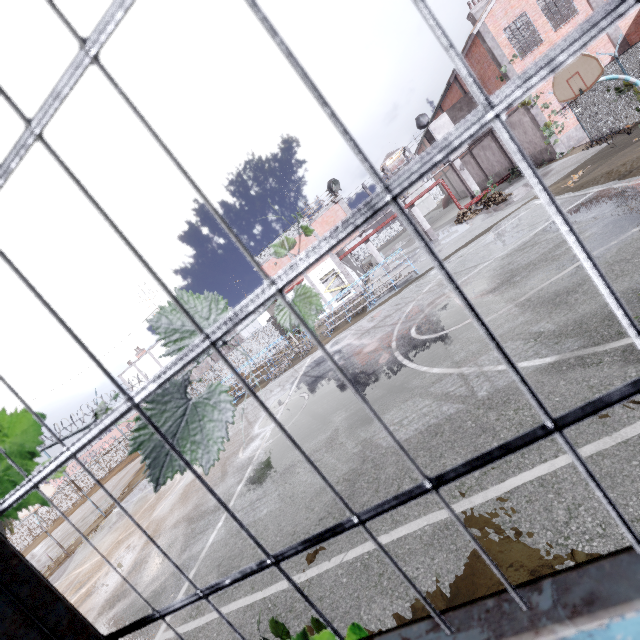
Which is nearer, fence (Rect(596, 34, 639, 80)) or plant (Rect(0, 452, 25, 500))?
plant (Rect(0, 452, 25, 500))

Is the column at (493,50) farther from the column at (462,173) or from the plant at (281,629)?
the plant at (281,629)

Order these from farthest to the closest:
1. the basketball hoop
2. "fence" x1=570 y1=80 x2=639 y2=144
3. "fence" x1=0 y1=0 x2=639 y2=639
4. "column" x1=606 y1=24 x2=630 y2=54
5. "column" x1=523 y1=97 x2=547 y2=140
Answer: "column" x1=523 y1=97 x2=547 y2=140 → "column" x1=606 y1=24 x2=630 y2=54 → "fence" x1=570 y1=80 x2=639 y2=144 → the basketball hoop → "fence" x1=0 y1=0 x2=639 y2=639

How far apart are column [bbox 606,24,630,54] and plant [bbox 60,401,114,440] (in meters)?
28.36

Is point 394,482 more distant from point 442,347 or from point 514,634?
point 514,634

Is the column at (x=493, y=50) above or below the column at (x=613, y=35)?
above

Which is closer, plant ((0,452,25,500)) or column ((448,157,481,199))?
plant ((0,452,25,500))
